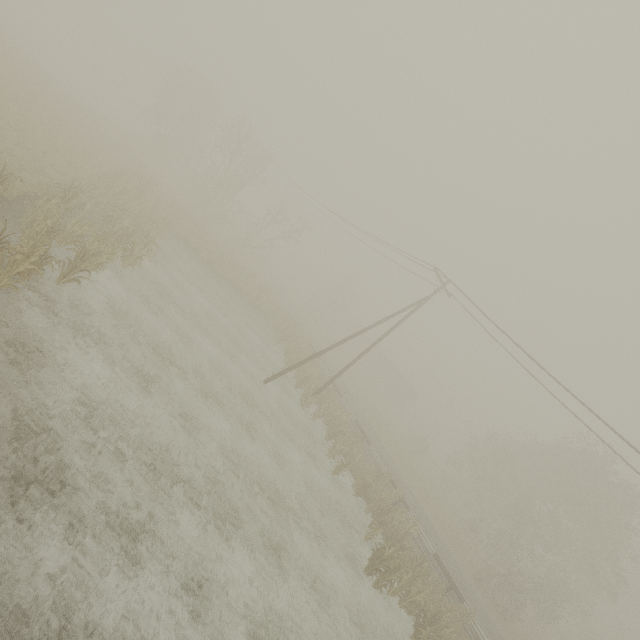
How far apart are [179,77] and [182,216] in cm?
2548

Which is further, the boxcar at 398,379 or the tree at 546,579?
the boxcar at 398,379

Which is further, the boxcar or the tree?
the boxcar

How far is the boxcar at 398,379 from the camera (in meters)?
55.25

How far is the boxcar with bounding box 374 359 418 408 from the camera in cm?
5525
